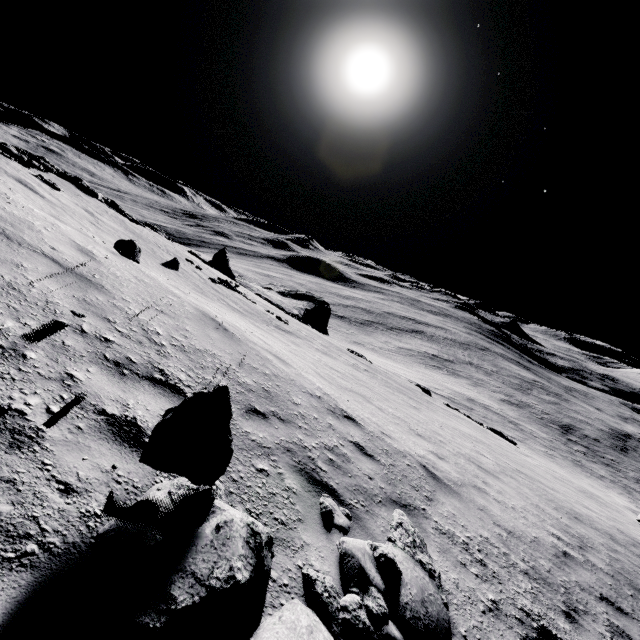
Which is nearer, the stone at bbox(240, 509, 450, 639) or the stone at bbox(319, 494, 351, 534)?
the stone at bbox(240, 509, 450, 639)

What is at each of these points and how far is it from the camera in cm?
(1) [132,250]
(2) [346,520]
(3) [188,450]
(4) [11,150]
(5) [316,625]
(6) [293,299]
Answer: (1) stone, 796
(2) stone, 389
(3) stone, 252
(4) stone, 1231
(5) stone, 249
(6) stone, 5819

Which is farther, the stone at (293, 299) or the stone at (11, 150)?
the stone at (293, 299)

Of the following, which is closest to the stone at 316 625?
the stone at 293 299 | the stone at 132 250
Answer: the stone at 132 250

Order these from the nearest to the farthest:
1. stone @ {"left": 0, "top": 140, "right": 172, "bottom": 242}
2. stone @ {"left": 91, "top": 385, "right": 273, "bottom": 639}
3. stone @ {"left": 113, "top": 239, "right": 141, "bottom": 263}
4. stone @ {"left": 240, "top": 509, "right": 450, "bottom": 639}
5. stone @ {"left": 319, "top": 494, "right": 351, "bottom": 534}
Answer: stone @ {"left": 91, "top": 385, "right": 273, "bottom": 639}, stone @ {"left": 240, "top": 509, "right": 450, "bottom": 639}, stone @ {"left": 319, "top": 494, "right": 351, "bottom": 534}, stone @ {"left": 113, "top": 239, "right": 141, "bottom": 263}, stone @ {"left": 0, "top": 140, "right": 172, "bottom": 242}

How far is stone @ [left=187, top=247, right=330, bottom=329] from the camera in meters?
30.8 m

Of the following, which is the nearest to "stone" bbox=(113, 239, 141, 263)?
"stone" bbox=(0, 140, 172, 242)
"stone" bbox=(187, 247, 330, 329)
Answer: "stone" bbox=(0, 140, 172, 242)
